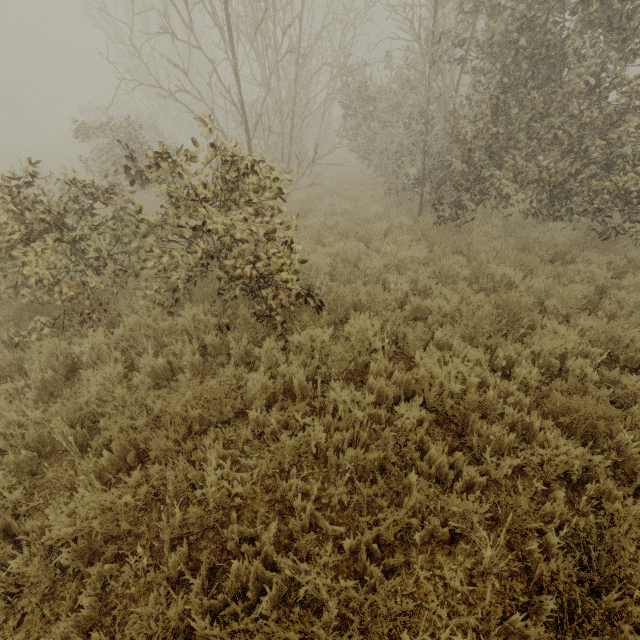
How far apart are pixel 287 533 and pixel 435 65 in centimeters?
976cm
